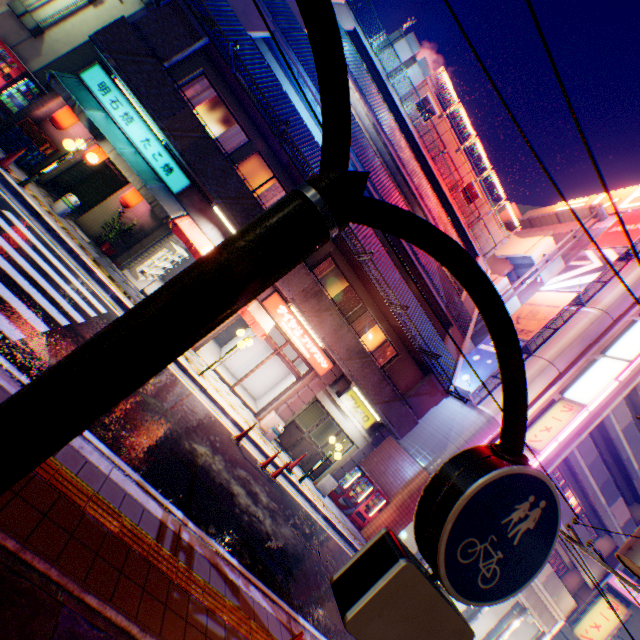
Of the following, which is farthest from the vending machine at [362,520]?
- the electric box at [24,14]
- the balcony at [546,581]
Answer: the electric box at [24,14]

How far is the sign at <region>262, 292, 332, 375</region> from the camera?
12.9 meters

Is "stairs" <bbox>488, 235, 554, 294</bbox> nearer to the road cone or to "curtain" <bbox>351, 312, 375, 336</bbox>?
"curtain" <bbox>351, 312, 375, 336</bbox>

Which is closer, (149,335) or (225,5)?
(149,335)

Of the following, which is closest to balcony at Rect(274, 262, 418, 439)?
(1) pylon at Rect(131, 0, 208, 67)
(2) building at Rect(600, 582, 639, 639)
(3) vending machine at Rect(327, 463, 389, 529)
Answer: (1) pylon at Rect(131, 0, 208, 67)

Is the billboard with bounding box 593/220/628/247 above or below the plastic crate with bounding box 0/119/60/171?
above

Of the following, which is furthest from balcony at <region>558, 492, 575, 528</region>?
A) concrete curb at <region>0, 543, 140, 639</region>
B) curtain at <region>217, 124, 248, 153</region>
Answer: curtain at <region>217, 124, 248, 153</region>

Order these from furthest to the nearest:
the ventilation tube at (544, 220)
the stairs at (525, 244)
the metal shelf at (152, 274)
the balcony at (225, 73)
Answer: the ventilation tube at (544, 220)
the stairs at (525, 244)
the metal shelf at (152, 274)
the balcony at (225, 73)
